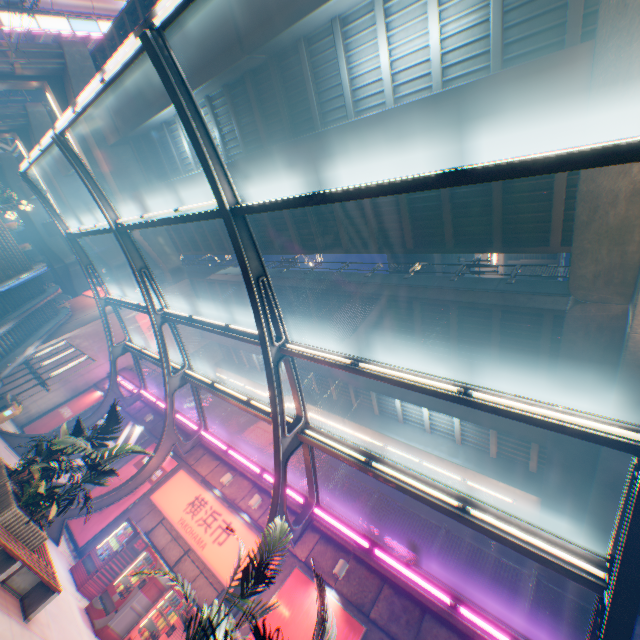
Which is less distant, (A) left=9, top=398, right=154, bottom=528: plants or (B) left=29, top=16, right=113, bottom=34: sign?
(A) left=9, top=398, right=154, bottom=528: plants

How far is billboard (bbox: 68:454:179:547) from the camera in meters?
12.8 m

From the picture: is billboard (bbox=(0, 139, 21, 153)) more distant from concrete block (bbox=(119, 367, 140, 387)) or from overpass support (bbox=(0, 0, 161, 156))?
concrete block (bbox=(119, 367, 140, 387))

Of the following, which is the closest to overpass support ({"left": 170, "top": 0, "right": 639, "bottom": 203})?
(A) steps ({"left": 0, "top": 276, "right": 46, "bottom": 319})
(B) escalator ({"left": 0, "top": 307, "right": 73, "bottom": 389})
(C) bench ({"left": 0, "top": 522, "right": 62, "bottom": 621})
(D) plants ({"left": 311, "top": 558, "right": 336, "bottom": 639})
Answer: (B) escalator ({"left": 0, "top": 307, "right": 73, "bottom": 389})

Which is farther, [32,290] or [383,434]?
[32,290]

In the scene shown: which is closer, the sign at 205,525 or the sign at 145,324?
the sign at 205,525

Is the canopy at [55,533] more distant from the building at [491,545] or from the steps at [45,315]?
the building at [491,545]

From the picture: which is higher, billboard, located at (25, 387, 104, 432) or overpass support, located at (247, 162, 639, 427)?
overpass support, located at (247, 162, 639, 427)
